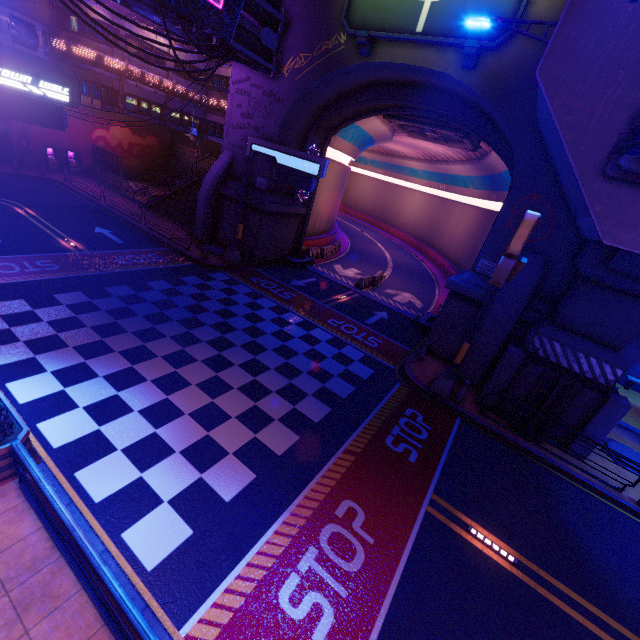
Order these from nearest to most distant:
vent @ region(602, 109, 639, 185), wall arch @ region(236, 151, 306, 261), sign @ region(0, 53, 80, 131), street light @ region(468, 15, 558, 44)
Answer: vent @ region(602, 109, 639, 185) < sign @ region(0, 53, 80, 131) < street light @ region(468, 15, 558, 44) < wall arch @ region(236, 151, 306, 261)

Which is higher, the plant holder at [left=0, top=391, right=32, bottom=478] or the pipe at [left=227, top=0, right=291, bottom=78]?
the pipe at [left=227, top=0, right=291, bottom=78]

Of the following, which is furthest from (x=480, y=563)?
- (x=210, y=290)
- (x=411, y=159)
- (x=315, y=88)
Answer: (x=411, y=159)

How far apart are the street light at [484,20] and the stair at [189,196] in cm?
1919

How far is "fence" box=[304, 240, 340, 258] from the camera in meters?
26.2

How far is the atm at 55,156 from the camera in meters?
28.1

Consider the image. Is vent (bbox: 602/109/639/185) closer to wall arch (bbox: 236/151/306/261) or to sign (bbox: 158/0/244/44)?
wall arch (bbox: 236/151/306/261)

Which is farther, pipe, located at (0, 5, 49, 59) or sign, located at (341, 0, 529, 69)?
pipe, located at (0, 5, 49, 59)
